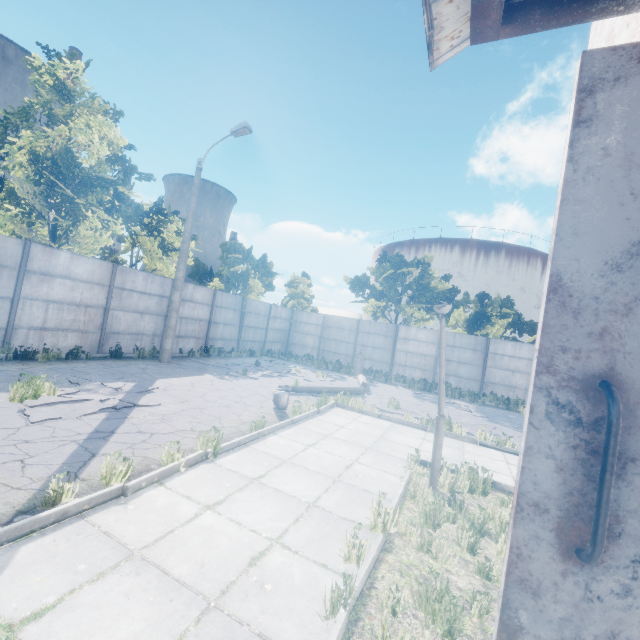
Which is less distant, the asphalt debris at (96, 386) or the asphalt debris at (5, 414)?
the asphalt debris at (5, 414)

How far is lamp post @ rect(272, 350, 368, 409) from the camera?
8.9 meters

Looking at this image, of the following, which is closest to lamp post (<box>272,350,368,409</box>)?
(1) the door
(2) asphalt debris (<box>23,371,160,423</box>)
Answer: (2) asphalt debris (<box>23,371,160,423</box>)

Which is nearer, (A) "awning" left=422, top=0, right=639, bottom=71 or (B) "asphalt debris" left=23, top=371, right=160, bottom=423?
(A) "awning" left=422, top=0, right=639, bottom=71

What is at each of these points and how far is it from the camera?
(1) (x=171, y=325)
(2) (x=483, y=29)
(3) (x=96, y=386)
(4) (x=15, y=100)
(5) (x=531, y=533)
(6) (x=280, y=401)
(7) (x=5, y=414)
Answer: (1) lamp post, 13.6m
(2) awning, 1.2m
(3) asphalt debris, 8.5m
(4) chimney, 59.2m
(5) door, 0.8m
(6) lamp post, 8.9m
(7) asphalt debris, 5.8m

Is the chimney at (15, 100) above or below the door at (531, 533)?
above

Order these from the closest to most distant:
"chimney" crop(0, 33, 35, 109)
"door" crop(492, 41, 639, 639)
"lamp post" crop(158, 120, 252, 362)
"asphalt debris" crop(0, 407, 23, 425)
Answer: "door" crop(492, 41, 639, 639), "asphalt debris" crop(0, 407, 23, 425), "lamp post" crop(158, 120, 252, 362), "chimney" crop(0, 33, 35, 109)

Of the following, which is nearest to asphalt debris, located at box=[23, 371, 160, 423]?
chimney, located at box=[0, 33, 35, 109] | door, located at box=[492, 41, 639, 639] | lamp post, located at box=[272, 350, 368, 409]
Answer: lamp post, located at box=[272, 350, 368, 409]
